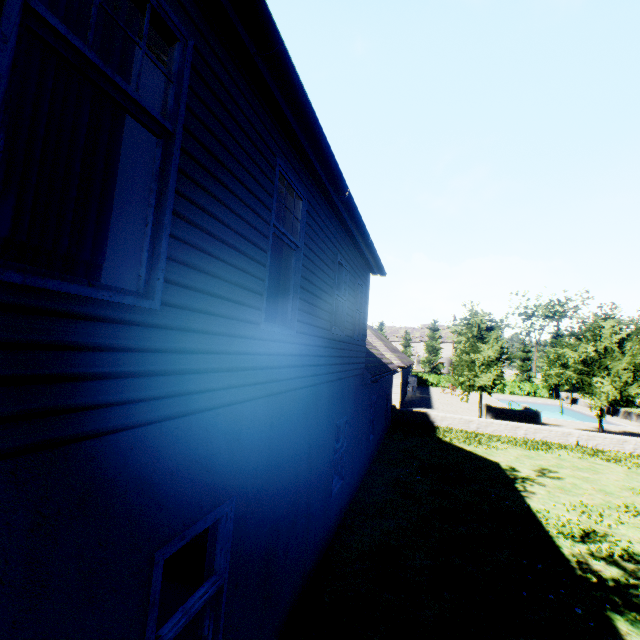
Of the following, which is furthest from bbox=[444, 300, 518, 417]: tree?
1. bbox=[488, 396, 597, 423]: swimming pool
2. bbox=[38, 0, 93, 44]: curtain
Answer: bbox=[38, 0, 93, 44]: curtain

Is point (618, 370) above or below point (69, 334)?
above

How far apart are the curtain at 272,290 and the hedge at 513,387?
50.8m

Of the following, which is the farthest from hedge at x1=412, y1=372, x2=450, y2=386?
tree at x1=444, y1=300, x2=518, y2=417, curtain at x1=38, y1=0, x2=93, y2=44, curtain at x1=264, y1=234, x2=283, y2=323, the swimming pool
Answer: curtain at x1=38, y1=0, x2=93, y2=44

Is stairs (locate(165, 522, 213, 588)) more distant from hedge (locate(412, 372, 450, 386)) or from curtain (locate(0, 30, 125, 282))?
hedge (locate(412, 372, 450, 386))

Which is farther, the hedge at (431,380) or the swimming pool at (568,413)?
the hedge at (431,380)

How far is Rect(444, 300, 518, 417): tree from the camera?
20.20m

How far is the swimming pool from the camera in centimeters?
3130cm
